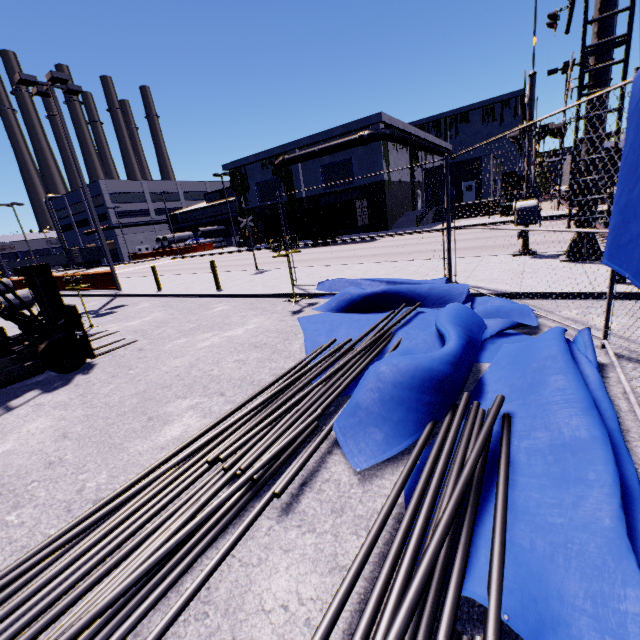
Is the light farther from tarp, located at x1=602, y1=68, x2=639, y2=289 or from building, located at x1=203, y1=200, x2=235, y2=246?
tarp, located at x1=602, y1=68, x2=639, y2=289

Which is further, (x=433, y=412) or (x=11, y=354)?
(x=11, y=354)

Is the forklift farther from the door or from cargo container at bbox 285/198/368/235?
the door

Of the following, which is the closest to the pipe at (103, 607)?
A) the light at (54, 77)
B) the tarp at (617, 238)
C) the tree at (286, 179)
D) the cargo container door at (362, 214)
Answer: the tarp at (617, 238)

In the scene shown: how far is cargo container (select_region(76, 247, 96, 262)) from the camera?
54.10m

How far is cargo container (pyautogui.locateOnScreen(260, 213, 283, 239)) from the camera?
32.06m

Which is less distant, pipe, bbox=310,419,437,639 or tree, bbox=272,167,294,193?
pipe, bbox=310,419,437,639

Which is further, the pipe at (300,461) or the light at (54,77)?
the light at (54,77)
